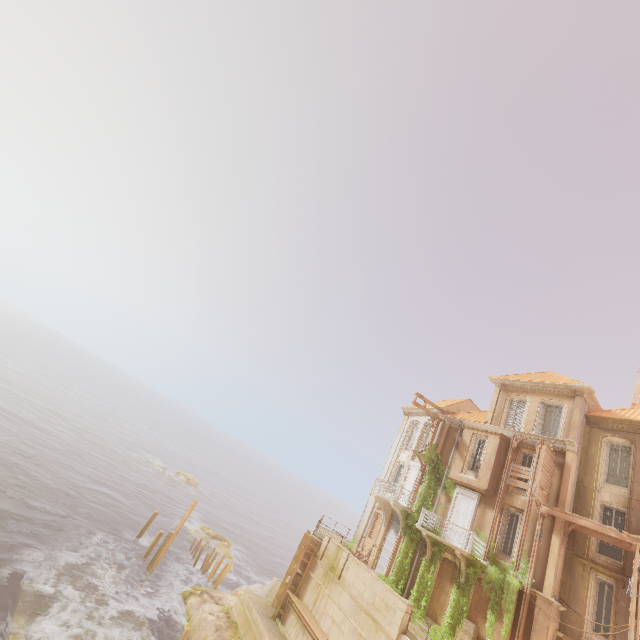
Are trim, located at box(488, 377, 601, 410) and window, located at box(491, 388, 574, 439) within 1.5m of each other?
yes

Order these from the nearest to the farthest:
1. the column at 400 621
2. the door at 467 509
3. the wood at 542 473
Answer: the column at 400 621
the wood at 542 473
the door at 467 509

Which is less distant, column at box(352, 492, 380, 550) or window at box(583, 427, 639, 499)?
window at box(583, 427, 639, 499)

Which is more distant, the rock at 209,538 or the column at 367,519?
the rock at 209,538

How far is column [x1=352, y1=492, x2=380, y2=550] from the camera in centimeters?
2652cm

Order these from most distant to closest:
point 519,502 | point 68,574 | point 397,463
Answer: point 397,463 < point 519,502 < point 68,574

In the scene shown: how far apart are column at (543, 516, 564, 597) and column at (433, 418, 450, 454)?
7.9m

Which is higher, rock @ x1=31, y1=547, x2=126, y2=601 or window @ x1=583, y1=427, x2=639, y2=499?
window @ x1=583, y1=427, x2=639, y2=499
